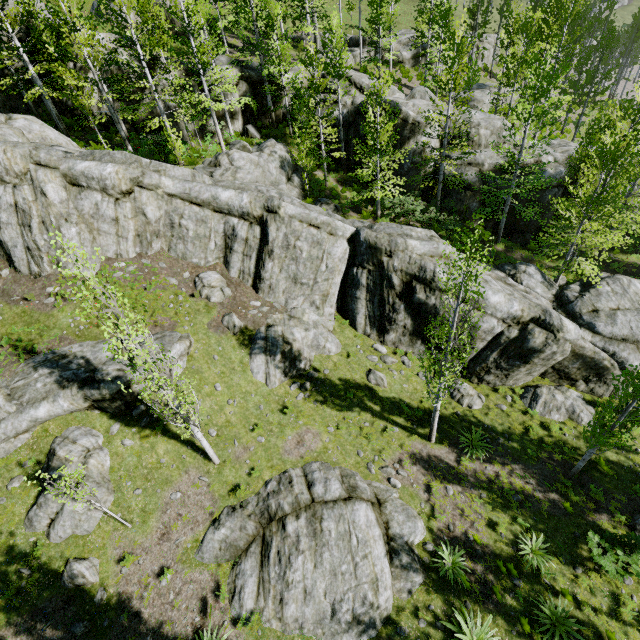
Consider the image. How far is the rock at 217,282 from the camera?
16.4 meters

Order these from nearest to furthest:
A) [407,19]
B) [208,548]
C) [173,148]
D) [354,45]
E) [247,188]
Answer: [208,548], [247,188], [173,148], [354,45], [407,19]

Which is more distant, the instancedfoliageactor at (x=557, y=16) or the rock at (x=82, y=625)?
the instancedfoliageactor at (x=557, y=16)

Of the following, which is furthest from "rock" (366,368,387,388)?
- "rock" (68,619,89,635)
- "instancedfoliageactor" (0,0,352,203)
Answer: "rock" (68,619,89,635)

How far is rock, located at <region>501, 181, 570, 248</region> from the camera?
23.36m

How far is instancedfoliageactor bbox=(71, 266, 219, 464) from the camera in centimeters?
756cm

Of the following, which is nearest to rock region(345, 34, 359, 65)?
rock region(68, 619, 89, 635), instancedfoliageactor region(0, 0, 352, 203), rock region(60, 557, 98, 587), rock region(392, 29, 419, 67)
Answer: rock region(392, 29, 419, 67)

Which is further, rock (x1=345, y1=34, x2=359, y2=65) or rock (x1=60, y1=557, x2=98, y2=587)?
rock (x1=345, y1=34, x2=359, y2=65)
